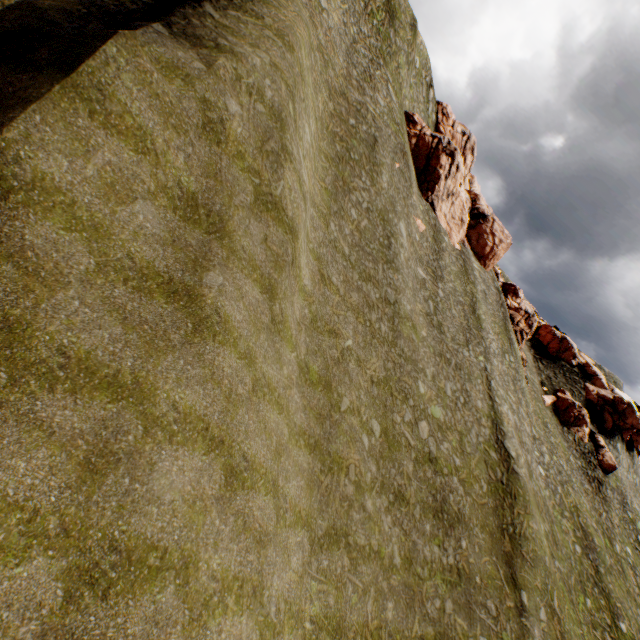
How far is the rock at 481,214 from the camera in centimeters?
4044cm

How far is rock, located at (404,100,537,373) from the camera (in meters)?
40.44

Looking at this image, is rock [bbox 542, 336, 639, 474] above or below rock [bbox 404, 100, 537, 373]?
below

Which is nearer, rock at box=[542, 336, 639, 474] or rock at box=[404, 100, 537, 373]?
rock at box=[404, 100, 537, 373]

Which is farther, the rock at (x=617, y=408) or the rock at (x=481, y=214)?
the rock at (x=617, y=408)

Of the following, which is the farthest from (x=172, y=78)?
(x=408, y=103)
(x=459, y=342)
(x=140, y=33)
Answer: (x=408, y=103)
